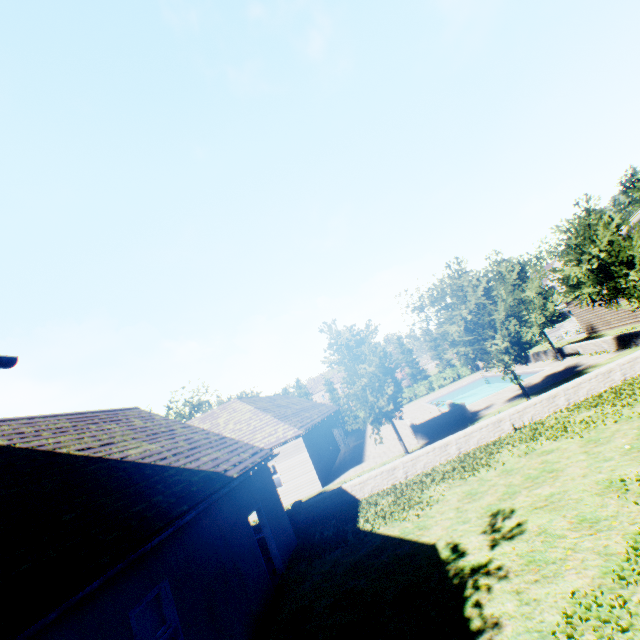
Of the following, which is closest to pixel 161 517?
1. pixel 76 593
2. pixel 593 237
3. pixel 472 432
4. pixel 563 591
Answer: pixel 76 593

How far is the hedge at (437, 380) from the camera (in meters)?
44.16

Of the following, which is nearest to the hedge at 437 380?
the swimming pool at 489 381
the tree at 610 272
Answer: the tree at 610 272

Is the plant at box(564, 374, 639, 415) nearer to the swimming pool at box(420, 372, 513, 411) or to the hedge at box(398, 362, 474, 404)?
the hedge at box(398, 362, 474, 404)

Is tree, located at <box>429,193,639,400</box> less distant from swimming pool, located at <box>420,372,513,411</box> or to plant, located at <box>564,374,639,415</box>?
swimming pool, located at <box>420,372,513,411</box>

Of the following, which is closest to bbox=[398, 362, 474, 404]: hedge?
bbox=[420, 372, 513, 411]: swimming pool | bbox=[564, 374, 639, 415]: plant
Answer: bbox=[564, 374, 639, 415]: plant

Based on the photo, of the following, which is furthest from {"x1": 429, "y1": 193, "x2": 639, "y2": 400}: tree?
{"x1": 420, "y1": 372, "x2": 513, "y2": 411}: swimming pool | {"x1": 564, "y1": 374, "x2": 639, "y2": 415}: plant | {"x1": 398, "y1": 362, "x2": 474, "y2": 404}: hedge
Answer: {"x1": 398, "y1": 362, "x2": 474, "y2": 404}: hedge

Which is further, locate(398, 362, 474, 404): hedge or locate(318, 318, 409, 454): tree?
locate(398, 362, 474, 404): hedge
